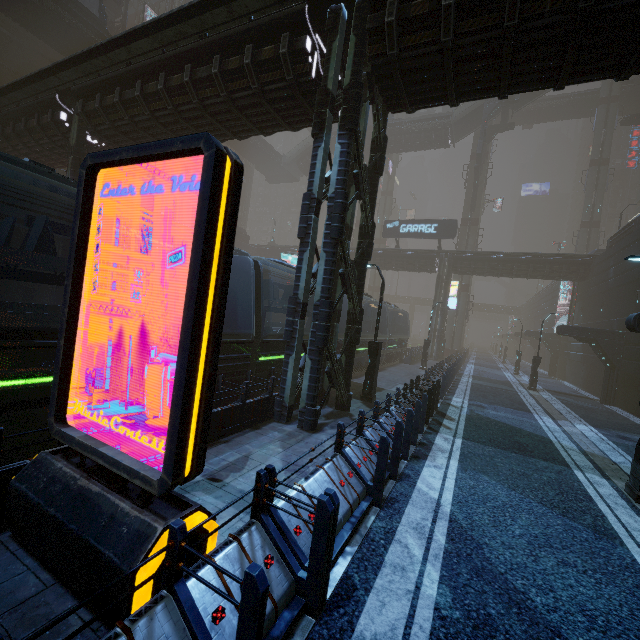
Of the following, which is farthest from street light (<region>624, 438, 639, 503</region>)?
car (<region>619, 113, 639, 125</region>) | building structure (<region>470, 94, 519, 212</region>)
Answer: building structure (<region>470, 94, 519, 212</region>)

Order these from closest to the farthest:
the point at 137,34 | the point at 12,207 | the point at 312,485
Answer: the point at 312,485 < the point at 137,34 < the point at 12,207

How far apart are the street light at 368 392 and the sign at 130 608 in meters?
9.6 m

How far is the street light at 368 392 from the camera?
12.95m

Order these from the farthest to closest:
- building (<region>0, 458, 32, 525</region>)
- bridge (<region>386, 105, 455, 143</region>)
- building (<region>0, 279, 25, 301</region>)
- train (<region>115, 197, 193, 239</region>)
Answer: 1. bridge (<region>386, 105, 455, 143</region>)
2. building (<region>0, 279, 25, 301</region>)
3. train (<region>115, 197, 193, 239</region>)
4. building (<region>0, 458, 32, 525</region>)

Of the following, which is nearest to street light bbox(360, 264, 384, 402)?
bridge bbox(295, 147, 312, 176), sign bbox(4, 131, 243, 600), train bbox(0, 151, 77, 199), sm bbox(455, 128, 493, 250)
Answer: train bbox(0, 151, 77, 199)

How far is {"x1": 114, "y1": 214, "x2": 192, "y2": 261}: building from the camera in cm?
1737

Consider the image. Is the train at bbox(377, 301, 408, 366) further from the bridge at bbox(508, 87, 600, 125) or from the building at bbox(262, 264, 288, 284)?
the bridge at bbox(508, 87, 600, 125)
